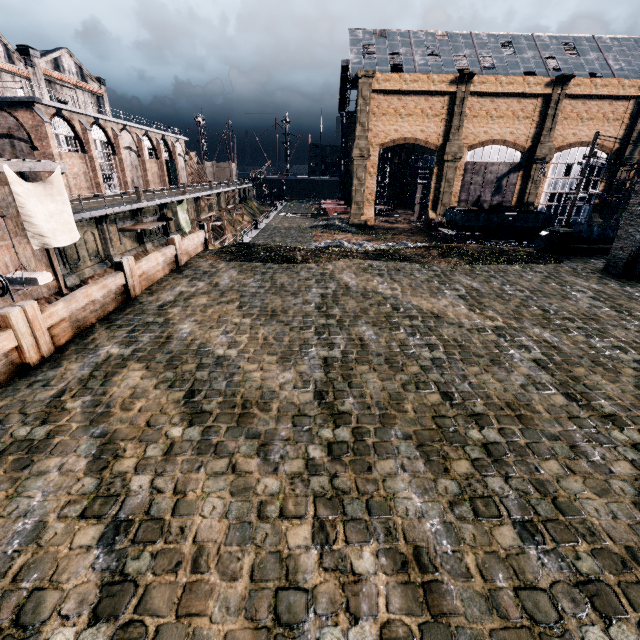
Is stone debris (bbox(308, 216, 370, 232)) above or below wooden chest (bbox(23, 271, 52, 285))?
below

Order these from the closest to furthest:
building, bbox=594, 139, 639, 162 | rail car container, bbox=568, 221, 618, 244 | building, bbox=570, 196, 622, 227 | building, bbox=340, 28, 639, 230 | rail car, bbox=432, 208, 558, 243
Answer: rail car container, bbox=568, 221, 618, 244 < rail car, bbox=432, 208, 558, 243 < building, bbox=340, 28, 639, 230 < building, bbox=594, 139, 639, 162 < building, bbox=570, 196, 622, 227

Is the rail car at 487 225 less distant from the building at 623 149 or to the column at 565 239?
the building at 623 149

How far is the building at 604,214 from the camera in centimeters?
4575cm

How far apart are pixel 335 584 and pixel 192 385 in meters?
5.4 m

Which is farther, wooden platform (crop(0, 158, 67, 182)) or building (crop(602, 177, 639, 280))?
building (crop(602, 177, 639, 280))

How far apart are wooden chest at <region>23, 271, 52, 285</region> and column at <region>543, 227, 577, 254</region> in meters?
31.4

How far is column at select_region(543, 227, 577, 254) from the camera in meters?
21.6 m
